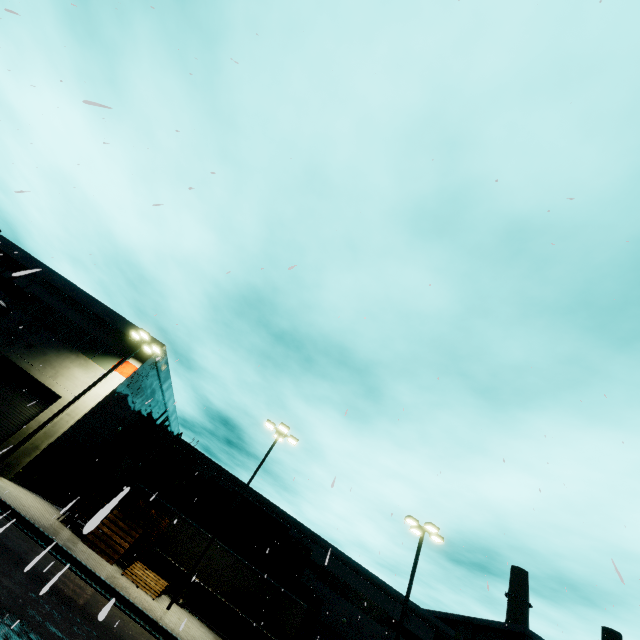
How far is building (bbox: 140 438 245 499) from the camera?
37.5 meters

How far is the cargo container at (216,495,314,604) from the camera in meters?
26.9

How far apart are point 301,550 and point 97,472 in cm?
1942

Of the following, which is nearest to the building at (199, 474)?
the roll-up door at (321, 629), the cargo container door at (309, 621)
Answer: the roll-up door at (321, 629)

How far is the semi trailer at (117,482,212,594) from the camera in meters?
19.6

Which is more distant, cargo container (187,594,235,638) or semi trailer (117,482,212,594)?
cargo container (187,594,235,638)

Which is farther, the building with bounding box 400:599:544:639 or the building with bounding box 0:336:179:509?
the building with bounding box 400:599:544:639

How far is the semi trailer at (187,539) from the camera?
19.6 meters
